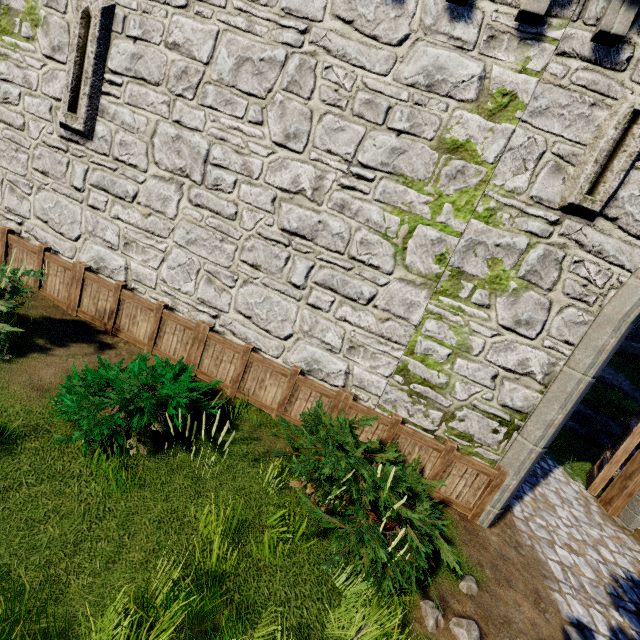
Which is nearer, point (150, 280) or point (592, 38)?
point (592, 38)

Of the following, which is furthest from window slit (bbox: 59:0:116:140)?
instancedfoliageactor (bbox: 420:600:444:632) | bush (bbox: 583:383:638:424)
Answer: bush (bbox: 583:383:638:424)

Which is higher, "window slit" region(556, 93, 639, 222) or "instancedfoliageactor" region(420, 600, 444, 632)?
"window slit" region(556, 93, 639, 222)

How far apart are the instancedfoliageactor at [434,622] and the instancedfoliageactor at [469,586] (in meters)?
0.62

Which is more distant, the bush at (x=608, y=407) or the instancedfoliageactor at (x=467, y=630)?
the bush at (x=608, y=407)

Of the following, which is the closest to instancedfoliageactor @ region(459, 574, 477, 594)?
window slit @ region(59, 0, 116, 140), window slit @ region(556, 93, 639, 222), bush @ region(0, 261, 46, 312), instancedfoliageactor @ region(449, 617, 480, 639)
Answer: instancedfoliageactor @ region(449, 617, 480, 639)

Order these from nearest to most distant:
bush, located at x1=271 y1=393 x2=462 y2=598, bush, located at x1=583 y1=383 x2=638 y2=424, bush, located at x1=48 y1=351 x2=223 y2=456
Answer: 1. bush, located at x1=271 y1=393 x2=462 y2=598
2. bush, located at x1=48 y1=351 x2=223 y2=456
3. bush, located at x1=583 y1=383 x2=638 y2=424

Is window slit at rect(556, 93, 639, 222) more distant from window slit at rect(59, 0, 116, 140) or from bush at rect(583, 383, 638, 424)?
bush at rect(583, 383, 638, 424)
